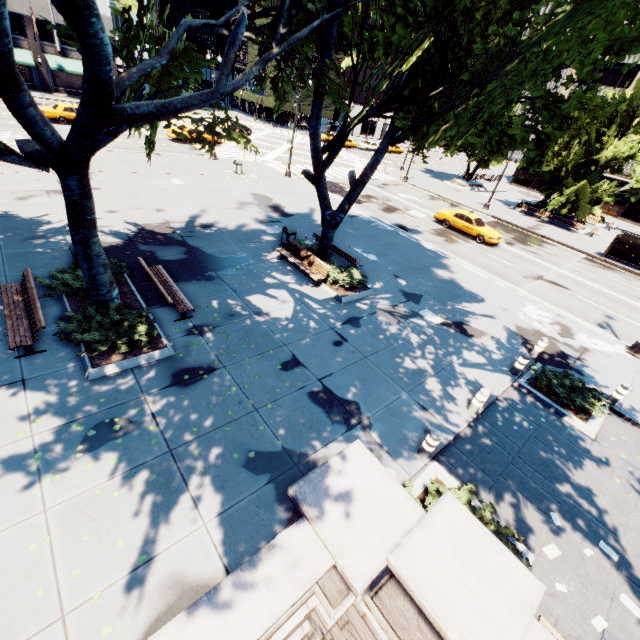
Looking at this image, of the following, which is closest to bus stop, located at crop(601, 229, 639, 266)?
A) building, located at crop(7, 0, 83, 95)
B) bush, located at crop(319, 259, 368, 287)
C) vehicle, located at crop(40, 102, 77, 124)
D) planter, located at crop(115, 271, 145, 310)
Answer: bush, located at crop(319, 259, 368, 287)

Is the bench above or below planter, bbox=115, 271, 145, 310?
above

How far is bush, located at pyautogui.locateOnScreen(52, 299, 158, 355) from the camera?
8.0m

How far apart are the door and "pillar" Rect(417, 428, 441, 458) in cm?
6080

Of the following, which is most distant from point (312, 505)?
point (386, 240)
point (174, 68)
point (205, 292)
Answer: point (386, 240)

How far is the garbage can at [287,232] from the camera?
15.34m

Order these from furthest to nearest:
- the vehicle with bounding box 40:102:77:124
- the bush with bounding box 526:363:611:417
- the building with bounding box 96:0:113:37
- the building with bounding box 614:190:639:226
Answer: the building with bounding box 614:190:639:226 → the building with bounding box 96:0:113:37 → the vehicle with bounding box 40:102:77:124 → the bush with bounding box 526:363:611:417

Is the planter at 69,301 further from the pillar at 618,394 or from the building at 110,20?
the building at 110,20
